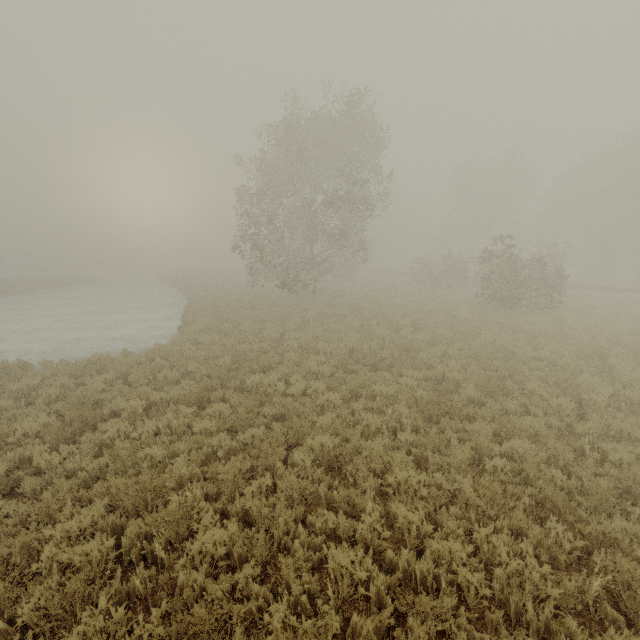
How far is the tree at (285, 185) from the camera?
20.1m

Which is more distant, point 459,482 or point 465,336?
point 465,336

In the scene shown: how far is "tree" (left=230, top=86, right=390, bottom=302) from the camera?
20.1m
